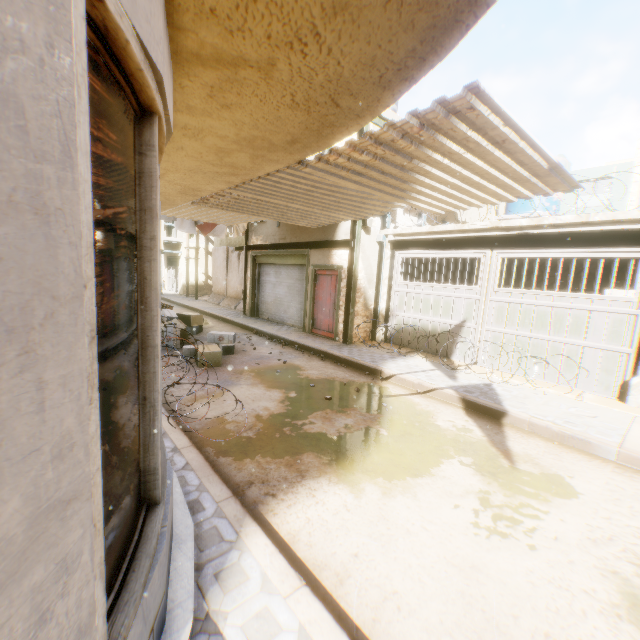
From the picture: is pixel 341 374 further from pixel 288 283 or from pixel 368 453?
pixel 288 283

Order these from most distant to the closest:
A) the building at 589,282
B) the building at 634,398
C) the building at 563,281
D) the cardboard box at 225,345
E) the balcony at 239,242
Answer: the balcony at 239,242, the building at 563,281, the building at 589,282, the cardboard box at 225,345, the building at 634,398

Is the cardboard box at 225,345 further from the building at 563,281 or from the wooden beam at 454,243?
the wooden beam at 454,243

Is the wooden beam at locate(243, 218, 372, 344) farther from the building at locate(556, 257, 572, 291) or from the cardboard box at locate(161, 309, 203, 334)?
the cardboard box at locate(161, 309, 203, 334)

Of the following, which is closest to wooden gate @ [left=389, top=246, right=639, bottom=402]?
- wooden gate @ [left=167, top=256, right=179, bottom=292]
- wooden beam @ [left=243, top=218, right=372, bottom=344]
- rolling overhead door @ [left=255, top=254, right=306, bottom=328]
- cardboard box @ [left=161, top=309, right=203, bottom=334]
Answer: wooden beam @ [left=243, top=218, right=372, bottom=344]

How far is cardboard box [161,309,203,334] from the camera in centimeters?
988cm

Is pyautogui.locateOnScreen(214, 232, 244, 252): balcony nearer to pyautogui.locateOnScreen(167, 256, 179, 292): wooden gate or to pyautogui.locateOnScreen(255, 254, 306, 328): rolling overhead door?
pyautogui.locateOnScreen(255, 254, 306, 328): rolling overhead door

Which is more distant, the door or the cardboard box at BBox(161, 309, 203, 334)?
the door
